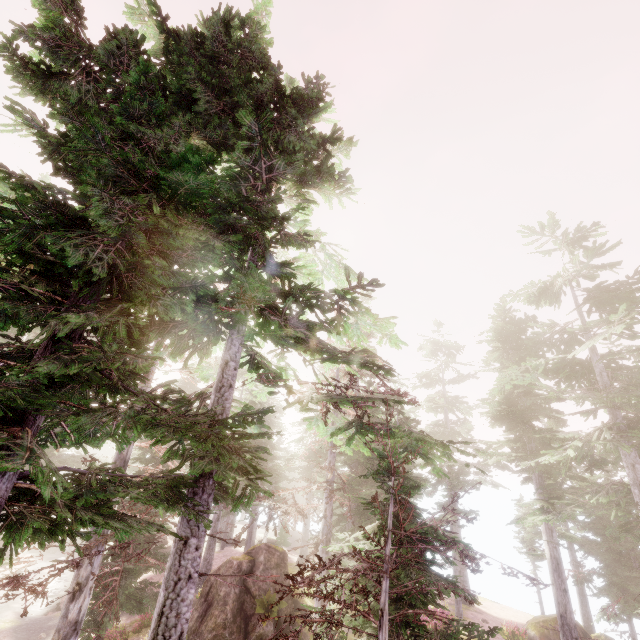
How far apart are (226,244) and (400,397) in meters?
20.3 m

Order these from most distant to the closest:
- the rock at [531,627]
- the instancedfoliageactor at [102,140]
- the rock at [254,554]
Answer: the rock at [531,627]
the rock at [254,554]
the instancedfoliageactor at [102,140]

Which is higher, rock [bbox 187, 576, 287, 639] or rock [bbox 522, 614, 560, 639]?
rock [bbox 187, 576, 287, 639]

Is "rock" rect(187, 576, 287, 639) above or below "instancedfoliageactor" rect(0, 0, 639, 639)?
below

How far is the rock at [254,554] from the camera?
17.4m

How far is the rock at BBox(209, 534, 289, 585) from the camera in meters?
17.4

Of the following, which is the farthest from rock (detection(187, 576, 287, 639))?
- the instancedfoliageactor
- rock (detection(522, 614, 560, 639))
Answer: rock (detection(522, 614, 560, 639))

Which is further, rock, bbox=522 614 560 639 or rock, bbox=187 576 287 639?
rock, bbox=522 614 560 639
